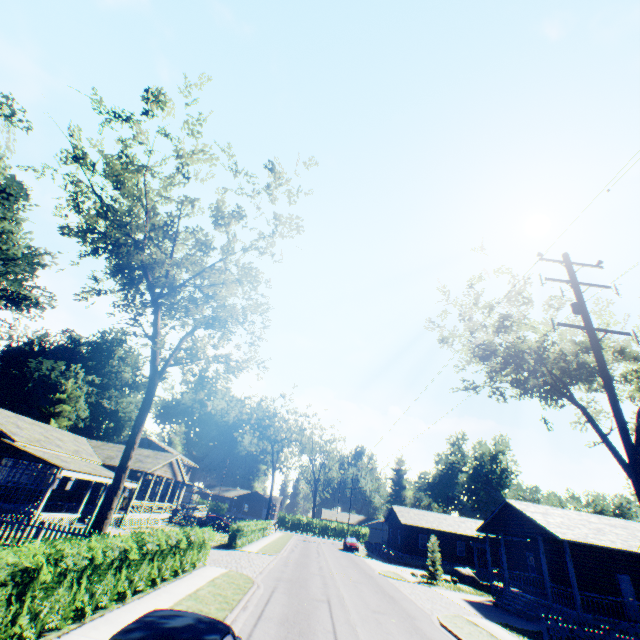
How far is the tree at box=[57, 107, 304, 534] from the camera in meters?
16.1

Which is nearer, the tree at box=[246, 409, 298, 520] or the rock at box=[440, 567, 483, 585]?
the rock at box=[440, 567, 483, 585]

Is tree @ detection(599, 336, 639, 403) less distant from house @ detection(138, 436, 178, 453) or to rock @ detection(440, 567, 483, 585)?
rock @ detection(440, 567, 483, 585)

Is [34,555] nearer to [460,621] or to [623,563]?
[460,621]

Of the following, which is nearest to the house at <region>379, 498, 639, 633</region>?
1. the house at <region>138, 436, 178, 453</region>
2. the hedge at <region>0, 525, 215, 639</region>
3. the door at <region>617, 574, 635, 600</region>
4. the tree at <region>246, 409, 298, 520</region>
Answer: the door at <region>617, 574, 635, 600</region>

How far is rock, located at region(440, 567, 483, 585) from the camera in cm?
3066

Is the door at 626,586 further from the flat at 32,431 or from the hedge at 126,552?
the flat at 32,431

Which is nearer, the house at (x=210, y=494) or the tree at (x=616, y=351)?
the tree at (x=616, y=351)
